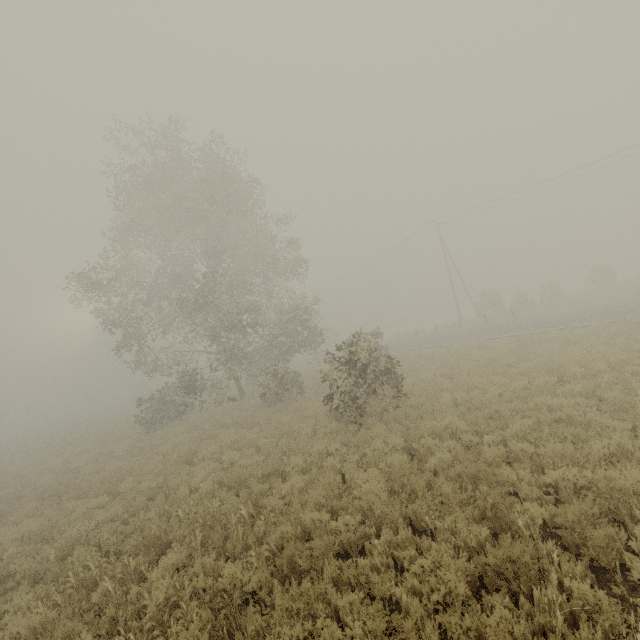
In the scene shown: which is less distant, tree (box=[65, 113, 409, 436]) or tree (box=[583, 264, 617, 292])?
tree (box=[65, 113, 409, 436])

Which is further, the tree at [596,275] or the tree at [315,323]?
the tree at [596,275]

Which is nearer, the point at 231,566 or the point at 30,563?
the point at 231,566

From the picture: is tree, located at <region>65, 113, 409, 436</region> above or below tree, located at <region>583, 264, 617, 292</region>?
above

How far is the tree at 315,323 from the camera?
17.47m

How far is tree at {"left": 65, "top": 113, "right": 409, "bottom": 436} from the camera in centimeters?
1747cm

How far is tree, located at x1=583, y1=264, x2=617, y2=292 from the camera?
30.8 meters
